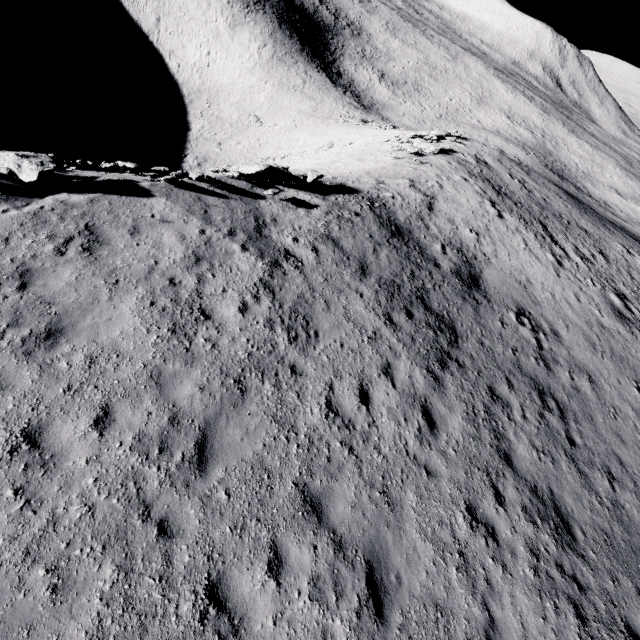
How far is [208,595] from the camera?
5.08m

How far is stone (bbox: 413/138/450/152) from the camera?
26.7m

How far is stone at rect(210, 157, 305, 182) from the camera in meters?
14.2 m

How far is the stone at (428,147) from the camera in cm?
2672

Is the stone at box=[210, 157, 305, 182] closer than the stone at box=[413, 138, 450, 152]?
Yes

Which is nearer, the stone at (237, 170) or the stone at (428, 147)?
the stone at (237, 170)
